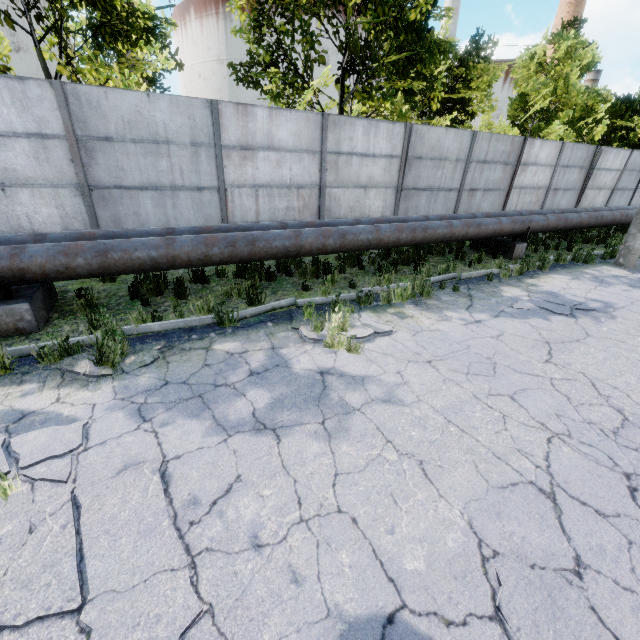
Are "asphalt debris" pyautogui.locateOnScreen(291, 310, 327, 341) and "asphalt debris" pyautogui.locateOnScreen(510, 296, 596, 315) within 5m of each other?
yes

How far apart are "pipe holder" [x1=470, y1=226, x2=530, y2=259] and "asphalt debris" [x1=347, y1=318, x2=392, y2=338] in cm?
676

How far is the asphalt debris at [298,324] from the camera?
5.1 meters

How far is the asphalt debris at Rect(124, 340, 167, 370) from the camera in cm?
433

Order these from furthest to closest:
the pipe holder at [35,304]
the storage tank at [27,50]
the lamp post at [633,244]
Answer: the storage tank at [27,50], the lamp post at [633,244], the pipe holder at [35,304]

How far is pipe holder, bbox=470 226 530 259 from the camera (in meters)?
10.03

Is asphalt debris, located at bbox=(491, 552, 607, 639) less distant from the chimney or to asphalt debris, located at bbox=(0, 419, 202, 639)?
asphalt debris, located at bbox=(0, 419, 202, 639)

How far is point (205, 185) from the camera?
8.0 meters
